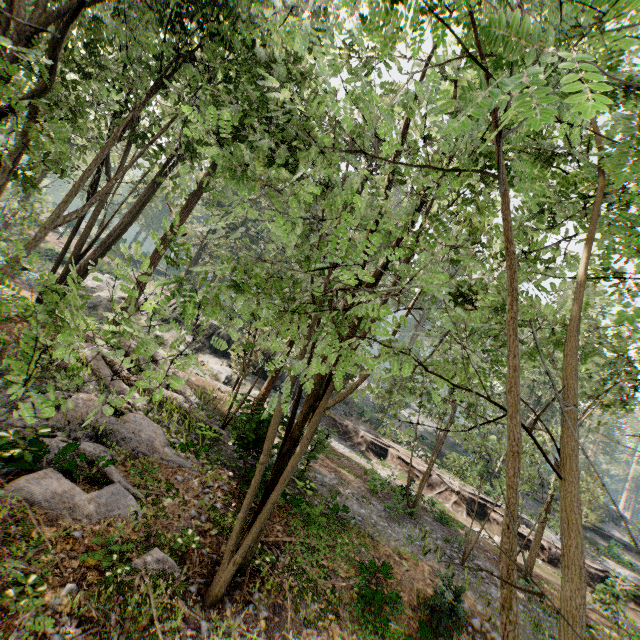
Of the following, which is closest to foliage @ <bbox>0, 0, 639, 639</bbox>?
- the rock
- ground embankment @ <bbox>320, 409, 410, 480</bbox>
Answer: ground embankment @ <bbox>320, 409, 410, 480</bbox>

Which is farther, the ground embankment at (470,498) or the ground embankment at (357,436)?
the ground embankment at (357,436)

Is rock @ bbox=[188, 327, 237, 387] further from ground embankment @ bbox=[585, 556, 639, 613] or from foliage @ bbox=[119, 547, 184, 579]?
foliage @ bbox=[119, 547, 184, 579]

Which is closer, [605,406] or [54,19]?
[54,19]

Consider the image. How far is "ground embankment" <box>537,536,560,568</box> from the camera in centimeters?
2316cm

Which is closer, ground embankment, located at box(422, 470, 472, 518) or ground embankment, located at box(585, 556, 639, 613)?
ground embankment, located at box(585, 556, 639, 613)

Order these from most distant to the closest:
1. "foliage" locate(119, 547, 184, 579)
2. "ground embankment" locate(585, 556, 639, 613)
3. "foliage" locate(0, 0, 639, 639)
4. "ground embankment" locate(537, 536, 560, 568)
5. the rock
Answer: the rock < "ground embankment" locate(537, 536, 560, 568) < "ground embankment" locate(585, 556, 639, 613) < "foliage" locate(119, 547, 184, 579) < "foliage" locate(0, 0, 639, 639)
